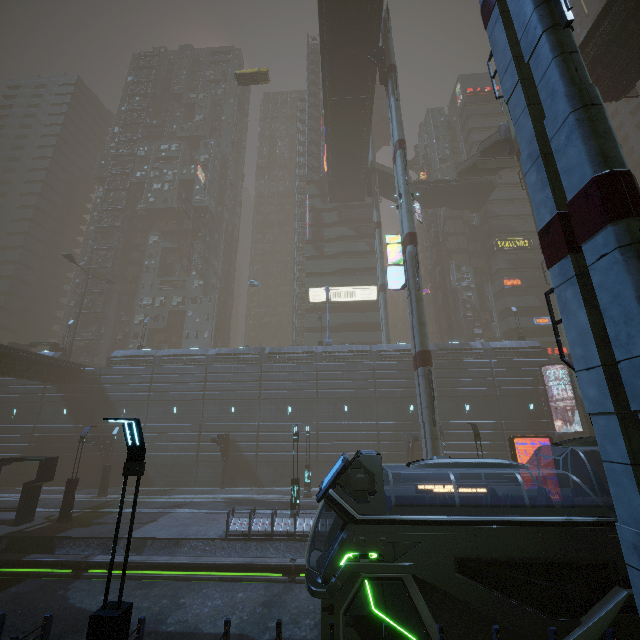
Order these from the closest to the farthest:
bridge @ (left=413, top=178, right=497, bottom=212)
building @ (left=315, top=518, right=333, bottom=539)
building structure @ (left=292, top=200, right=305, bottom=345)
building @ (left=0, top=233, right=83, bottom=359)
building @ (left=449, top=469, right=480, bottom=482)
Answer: building @ (left=315, top=518, right=333, bottom=539), building @ (left=449, top=469, right=480, bottom=482), building @ (left=0, top=233, right=83, bottom=359), bridge @ (left=413, top=178, right=497, bottom=212), building structure @ (left=292, top=200, right=305, bottom=345)

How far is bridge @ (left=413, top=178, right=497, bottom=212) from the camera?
45.81m

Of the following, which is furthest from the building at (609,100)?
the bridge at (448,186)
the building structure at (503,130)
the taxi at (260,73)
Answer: the taxi at (260,73)

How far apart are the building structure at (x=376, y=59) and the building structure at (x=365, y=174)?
14.71m

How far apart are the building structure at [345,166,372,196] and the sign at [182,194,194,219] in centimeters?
2626cm

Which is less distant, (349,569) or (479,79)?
(349,569)

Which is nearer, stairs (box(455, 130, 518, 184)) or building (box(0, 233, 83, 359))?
stairs (box(455, 130, 518, 184))

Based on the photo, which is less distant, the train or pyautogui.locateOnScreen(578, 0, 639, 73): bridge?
the train
